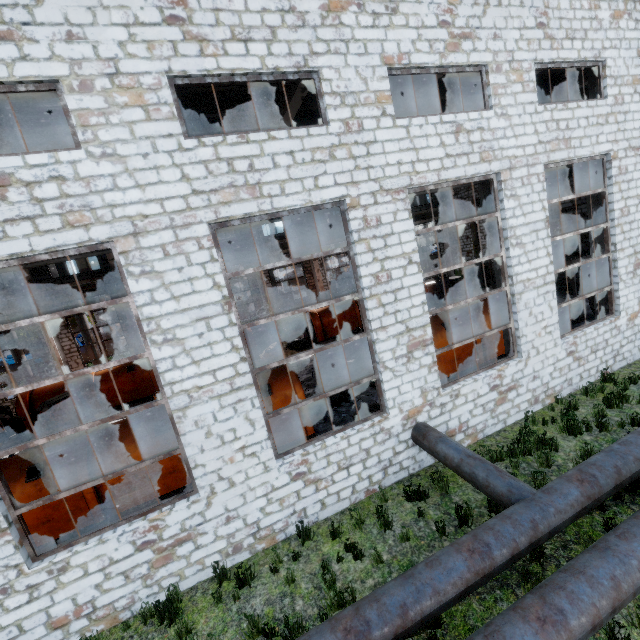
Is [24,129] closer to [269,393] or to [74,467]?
[74,467]

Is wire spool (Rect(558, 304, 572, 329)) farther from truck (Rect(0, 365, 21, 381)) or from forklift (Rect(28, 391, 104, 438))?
truck (Rect(0, 365, 21, 381))

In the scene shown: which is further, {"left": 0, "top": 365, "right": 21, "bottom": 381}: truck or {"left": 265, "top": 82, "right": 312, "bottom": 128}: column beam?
{"left": 0, "top": 365, "right": 21, "bottom": 381}: truck

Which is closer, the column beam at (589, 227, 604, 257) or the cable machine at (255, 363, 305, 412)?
the cable machine at (255, 363, 305, 412)

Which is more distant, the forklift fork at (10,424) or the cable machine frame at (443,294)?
the cable machine frame at (443,294)

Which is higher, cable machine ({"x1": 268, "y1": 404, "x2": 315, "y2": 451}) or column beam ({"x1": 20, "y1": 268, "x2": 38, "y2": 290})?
column beam ({"x1": 20, "y1": 268, "x2": 38, "y2": 290})

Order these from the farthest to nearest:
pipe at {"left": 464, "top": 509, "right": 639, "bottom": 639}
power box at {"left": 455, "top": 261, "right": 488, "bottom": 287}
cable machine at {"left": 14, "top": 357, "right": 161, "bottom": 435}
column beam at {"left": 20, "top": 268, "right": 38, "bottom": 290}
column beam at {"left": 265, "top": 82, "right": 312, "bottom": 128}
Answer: power box at {"left": 455, "top": 261, "right": 488, "bottom": 287}, column beam at {"left": 20, "top": 268, "right": 38, "bottom": 290}, cable machine at {"left": 14, "top": 357, "right": 161, "bottom": 435}, column beam at {"left": 265, "top": 82, "right": 312, "bottom": 128}, pipe at {"left": 464, "top": 509, "right": 639, "bottom": 639}

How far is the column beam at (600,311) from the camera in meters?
11.3 m
